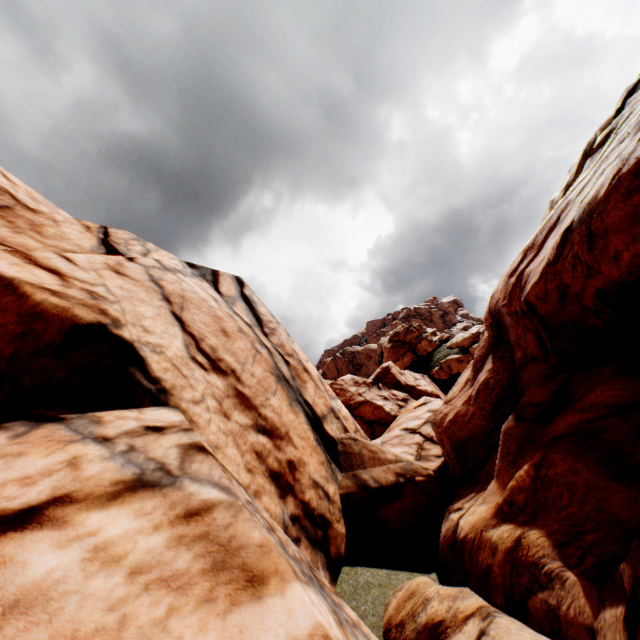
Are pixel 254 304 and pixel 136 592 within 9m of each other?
no
